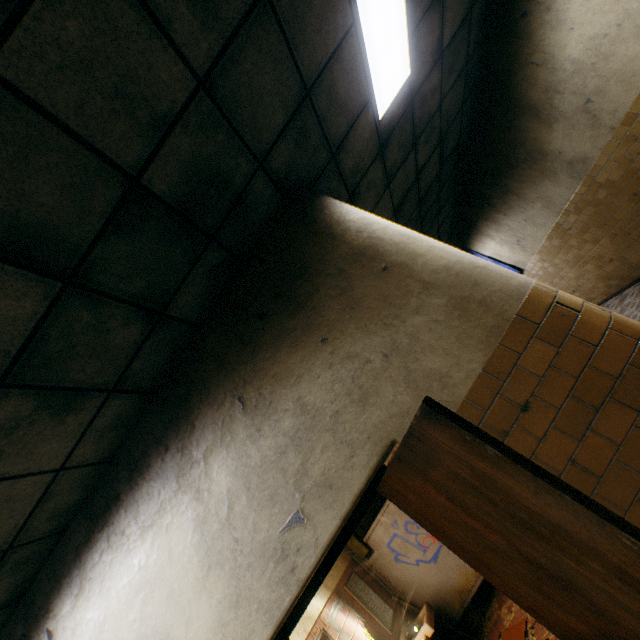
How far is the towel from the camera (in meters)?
5.32

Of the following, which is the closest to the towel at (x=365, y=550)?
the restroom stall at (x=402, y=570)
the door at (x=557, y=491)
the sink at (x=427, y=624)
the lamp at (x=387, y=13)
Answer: the restroom stall at (x=402, y=570)

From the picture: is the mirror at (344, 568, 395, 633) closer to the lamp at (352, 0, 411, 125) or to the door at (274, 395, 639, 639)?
the door at (274, 395, 639, 639)

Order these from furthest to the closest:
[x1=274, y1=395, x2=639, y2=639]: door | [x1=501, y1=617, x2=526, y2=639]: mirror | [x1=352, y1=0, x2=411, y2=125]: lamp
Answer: [x1=501, y1=617, x2=526, y2=639]: mirror < [x1=352, y1=0, x2=411, y2=125]: lamp < [x1=274, y1=395, x2=639, y2=639]: door

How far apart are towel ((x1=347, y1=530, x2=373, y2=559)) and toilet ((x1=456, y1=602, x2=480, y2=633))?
1.05m

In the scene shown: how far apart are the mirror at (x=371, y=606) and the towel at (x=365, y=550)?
0.25m

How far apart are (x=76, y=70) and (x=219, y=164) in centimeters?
85cm

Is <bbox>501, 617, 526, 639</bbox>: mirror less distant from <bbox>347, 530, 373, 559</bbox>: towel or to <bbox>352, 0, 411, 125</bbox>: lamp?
<bbox>347, 530, 373, 559</bbox>: towel
